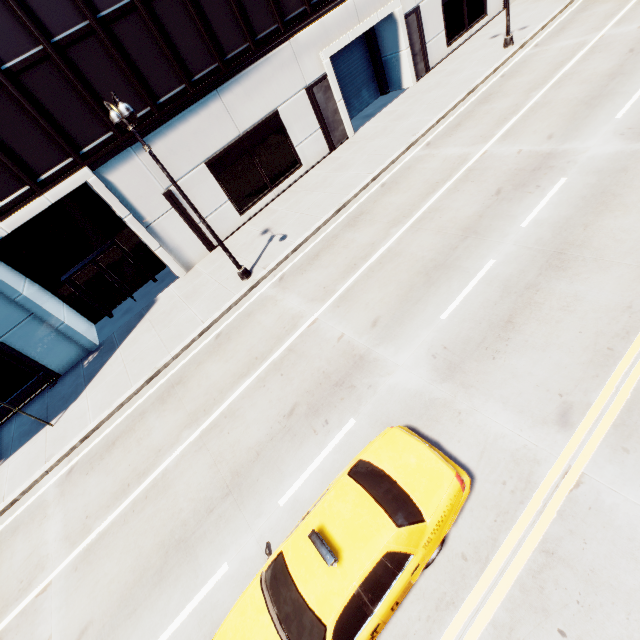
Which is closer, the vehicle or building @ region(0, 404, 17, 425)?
the vehicle

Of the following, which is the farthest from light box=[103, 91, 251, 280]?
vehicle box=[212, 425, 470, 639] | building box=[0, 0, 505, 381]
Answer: vehicle box=[212, 425, 470, 639]

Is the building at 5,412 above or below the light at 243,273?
below

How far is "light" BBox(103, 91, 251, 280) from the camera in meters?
9.1 m

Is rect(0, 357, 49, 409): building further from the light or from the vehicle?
the vehicle

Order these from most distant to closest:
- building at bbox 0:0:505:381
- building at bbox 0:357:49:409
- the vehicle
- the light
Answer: building at bbox 0:357:49:409
building at bbox 0:0:505:381
the light
the vehicle

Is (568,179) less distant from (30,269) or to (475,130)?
(475,130)

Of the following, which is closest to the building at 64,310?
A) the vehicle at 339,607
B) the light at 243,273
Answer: the light at 243,273
